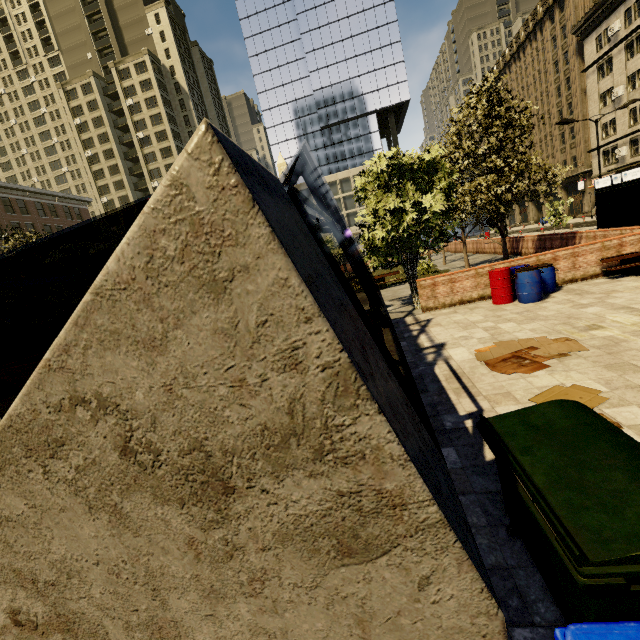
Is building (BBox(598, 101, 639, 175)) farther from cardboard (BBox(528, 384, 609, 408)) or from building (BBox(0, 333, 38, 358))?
cardboard (BBox(528, 384, 609, 408))

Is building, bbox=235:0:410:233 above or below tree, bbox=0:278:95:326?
above

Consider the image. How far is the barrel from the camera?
9.68m

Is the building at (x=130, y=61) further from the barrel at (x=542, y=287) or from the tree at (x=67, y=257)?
the barrel at (x=542, y=287)

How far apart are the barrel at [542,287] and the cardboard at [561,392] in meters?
5.7

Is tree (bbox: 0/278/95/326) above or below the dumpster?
above

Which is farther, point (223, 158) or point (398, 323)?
point (398, 323)

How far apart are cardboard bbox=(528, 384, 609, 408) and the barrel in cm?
566
